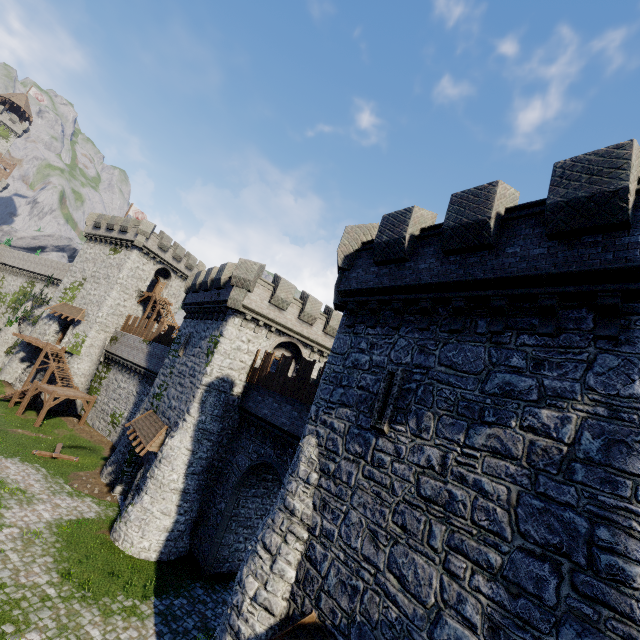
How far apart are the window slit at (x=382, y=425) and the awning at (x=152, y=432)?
15.5 meters

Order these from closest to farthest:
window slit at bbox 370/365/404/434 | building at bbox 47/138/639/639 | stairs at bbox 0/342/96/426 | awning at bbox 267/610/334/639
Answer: building at bbox 47/138/639/639, awning at bbox 267/610/334/639, window slit at bbox 370/365/404/434, stairs at bbox 0/342/96/426

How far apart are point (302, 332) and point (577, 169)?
18.0 meters

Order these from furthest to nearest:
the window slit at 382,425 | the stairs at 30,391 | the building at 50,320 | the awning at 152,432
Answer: the building at 50,320, the stairs at 30,391, the awning at 152,432, the window slit at 382,425

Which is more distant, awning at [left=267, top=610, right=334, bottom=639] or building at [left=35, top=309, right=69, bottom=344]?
building at [left=35, top=309, right=69, bottom=344]

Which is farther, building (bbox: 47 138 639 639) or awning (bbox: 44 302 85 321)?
awning (bbox: 44 302 85 321)

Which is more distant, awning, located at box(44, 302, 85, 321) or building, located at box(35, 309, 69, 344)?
building, located at box(35, 309, 69, 344)

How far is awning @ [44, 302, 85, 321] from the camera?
36.41m
